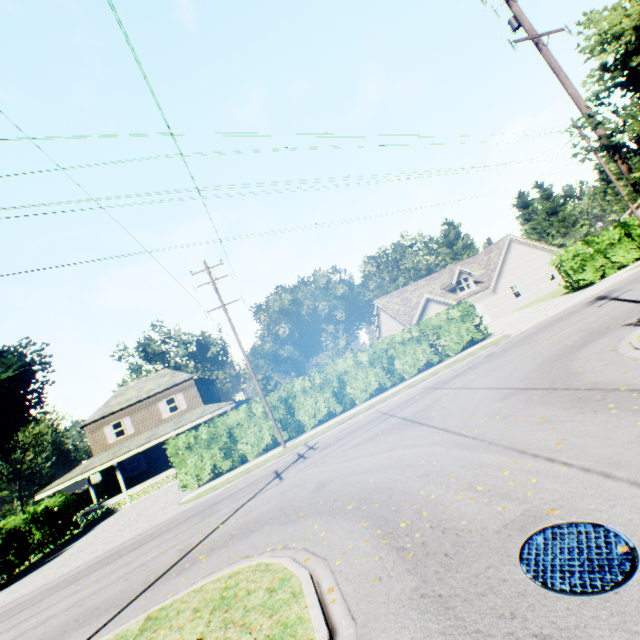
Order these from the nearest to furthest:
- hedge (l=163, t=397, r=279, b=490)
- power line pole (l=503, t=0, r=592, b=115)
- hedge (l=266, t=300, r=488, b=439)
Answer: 1. power line pole (l=503, t=0, r=592, b=115)
2. hedge (l=163, t=397, r=279, b=490)
3. hedge (l=266, t=300, r=488, b=439)

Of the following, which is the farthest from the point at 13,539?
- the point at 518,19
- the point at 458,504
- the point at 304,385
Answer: the point at 518,19

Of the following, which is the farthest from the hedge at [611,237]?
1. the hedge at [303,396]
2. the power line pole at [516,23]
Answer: the power line pole at [516,23]

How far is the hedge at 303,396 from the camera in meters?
19.8

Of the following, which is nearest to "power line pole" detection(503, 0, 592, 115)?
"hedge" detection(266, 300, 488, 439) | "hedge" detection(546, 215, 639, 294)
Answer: "hedge" detection(266, 300, 488, 439)

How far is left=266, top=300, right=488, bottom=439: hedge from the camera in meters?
19.8
